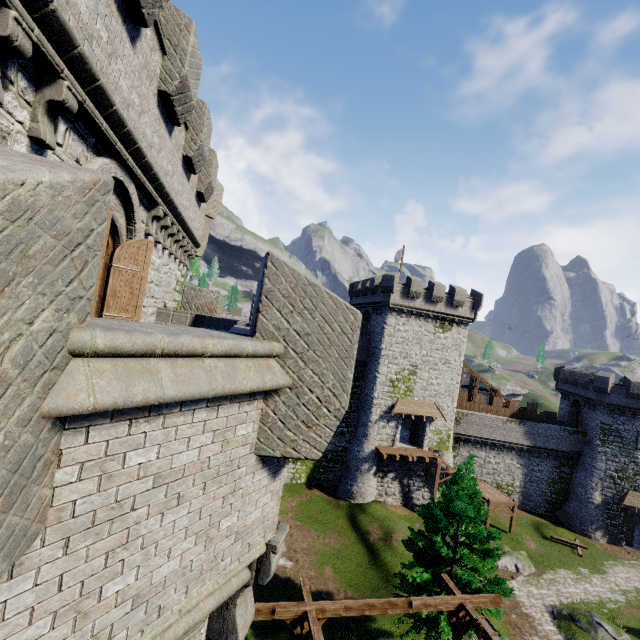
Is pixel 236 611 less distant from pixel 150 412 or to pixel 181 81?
pixel 150 412

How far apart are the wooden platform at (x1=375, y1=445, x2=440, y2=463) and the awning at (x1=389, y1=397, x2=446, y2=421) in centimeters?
309cm

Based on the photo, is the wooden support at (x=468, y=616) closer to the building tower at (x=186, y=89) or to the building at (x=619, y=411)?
the building tower at (x=186, y=89)

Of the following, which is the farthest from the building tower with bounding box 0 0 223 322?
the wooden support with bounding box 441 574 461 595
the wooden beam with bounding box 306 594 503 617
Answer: the wooden support with bounding box 441 574 461 595

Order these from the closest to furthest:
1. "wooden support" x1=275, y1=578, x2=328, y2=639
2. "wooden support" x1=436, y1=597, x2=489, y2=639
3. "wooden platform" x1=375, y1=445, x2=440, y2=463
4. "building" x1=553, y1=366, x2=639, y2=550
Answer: "wooden support" x1=275, y1=578, x2=328, y2=639 < "wooden support" x1=436, y1=597, x2=489, y2=639 < "wooden platform" x1=375, y1=445, x2=440, y2=463 < "building" x1=553, y1=366, x2=639, y2=550

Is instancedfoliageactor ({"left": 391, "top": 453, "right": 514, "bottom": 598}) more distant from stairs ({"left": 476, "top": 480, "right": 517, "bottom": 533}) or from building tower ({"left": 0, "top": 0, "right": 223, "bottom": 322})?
stairs ({"left": 476, "top": 480, "right": 517, "bottom": 533})

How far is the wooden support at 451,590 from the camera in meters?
12.7

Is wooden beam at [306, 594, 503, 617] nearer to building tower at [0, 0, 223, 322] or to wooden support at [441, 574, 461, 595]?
wooden support at [441, 574, 461, 595]
